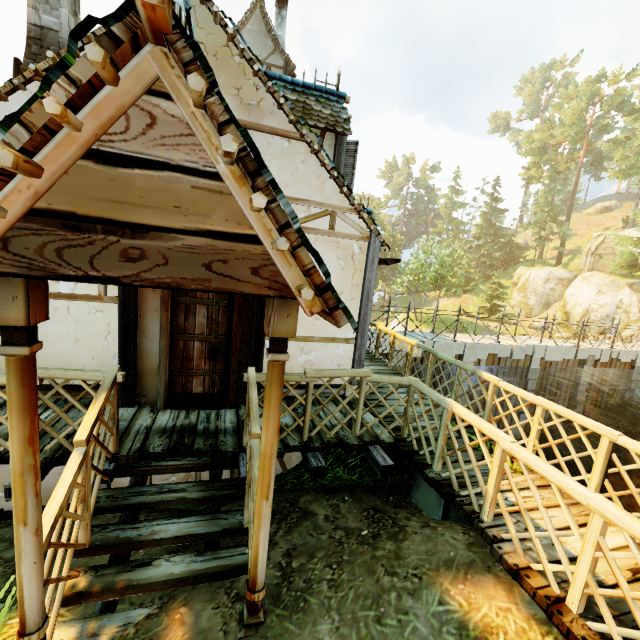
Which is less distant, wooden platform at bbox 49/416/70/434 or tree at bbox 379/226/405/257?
wooden platform at bbox 49/416/70/434

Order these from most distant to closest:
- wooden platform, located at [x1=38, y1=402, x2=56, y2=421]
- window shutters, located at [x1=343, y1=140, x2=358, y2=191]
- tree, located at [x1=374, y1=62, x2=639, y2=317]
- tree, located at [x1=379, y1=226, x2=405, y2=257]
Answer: tree, located at [x1=379, y1=226, x2=405, y2=257] → tree, located at [x1=374, y1=62, x2=639, y2=317] → window shutters, located at [x1=343, y1=140, x2=358, y2=191] → wooden platform, located at [x1=38, y1=402, x2=56, y2=421]

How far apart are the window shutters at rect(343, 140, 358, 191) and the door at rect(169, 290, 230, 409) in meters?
3.7

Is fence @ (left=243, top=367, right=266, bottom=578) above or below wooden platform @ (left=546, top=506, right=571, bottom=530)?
above

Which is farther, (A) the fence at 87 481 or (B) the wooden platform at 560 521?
(B) the wooden platform at 560 521

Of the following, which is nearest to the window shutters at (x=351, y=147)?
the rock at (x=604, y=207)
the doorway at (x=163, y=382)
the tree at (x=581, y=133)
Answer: the doorway at (x=163, y=382)

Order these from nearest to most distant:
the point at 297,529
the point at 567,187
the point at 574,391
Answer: the point at 297,529 → the point at 574,391 → the point at 567,187

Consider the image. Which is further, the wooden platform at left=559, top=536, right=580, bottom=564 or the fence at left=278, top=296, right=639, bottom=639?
the wooden platform at left=559, top=536, right=580, bottom=564
